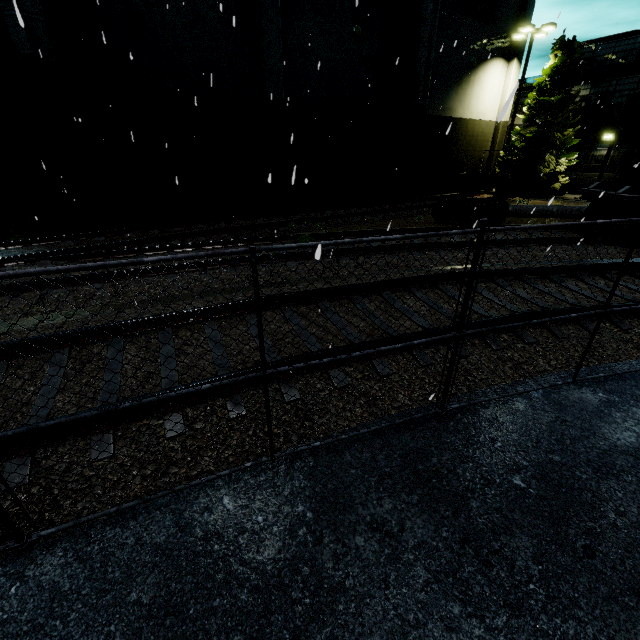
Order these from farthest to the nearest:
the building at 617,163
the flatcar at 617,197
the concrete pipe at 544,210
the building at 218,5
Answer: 1. the building at 617,163
2. the concrete pipe at 544,210
3. the building at 218,5
4. the flatcar at 617,197

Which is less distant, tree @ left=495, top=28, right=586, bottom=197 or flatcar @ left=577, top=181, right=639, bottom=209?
flatcar @ left=577, top=181, right=639, bottom=209

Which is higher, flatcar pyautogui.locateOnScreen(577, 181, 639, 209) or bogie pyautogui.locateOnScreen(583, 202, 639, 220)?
flatcar pyautogui.locateOnScreen(577, 181, 639, 209)

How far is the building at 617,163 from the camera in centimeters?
2225cm

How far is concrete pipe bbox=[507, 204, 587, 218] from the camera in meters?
15.3

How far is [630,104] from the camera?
10.4m

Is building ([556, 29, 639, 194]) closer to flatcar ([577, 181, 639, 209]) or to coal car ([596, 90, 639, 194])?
coal car ([596, 90, 639, 194])

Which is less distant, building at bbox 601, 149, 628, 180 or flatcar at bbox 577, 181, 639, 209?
flatcar at bbox 577, 181, 639, 209
